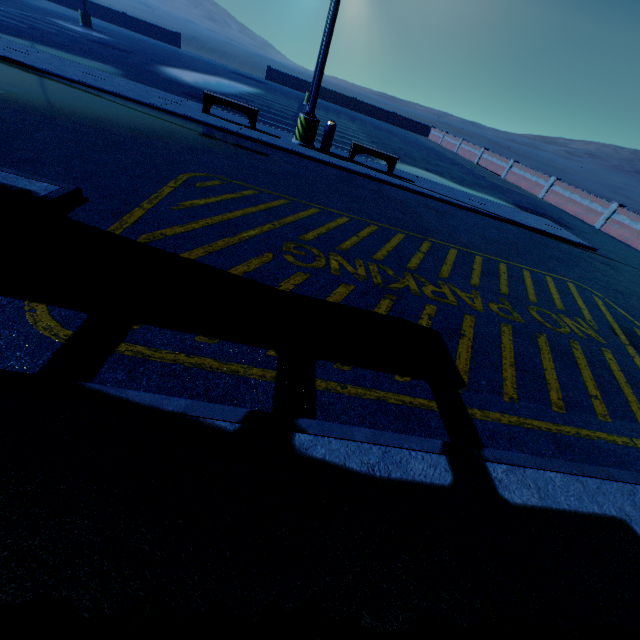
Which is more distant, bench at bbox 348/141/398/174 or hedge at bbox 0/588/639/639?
bench at bbox 348/141/398/174

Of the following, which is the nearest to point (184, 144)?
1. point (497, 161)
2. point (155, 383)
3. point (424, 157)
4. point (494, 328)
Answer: point (155, 383)

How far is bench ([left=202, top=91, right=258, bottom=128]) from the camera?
10.6m

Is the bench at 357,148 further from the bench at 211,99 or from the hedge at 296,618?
the hedge at 296,618

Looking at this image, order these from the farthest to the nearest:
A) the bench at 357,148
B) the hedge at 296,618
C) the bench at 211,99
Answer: the bench at 357,148 < the bench at 211,99 < the hedge at 296,618

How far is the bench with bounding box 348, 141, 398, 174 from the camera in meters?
11.6 m

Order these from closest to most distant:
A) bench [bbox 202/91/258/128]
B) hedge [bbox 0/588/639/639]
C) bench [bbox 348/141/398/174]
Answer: hedge [bbox 0/588/639/639] < bench [bbox 202/91/258/128] < bench [bbox 348/141/398/174]

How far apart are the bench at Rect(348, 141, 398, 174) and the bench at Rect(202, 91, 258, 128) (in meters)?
3.45
